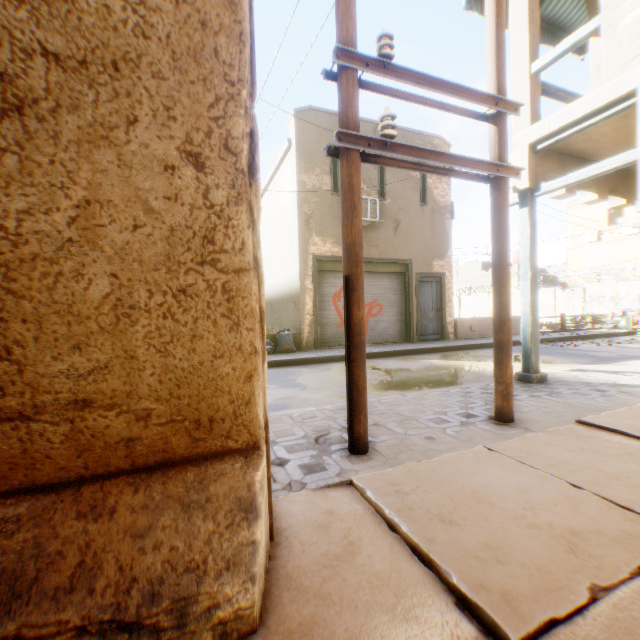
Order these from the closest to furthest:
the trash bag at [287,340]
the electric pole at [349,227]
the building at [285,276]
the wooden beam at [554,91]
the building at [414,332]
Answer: the electric pole at [349,227] < the wooden beam at [554,91] < the trash bag at [287,340] < the building at [285,276] < the building at [414,332]

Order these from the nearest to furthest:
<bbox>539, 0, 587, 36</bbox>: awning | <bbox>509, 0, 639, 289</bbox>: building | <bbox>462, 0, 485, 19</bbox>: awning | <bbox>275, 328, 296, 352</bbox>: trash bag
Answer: <bbox>509, 0, 639, 289</bbox>: building, <bbox>462, 0, 485, 19</bbox>: awning, <bbox>539, 0, 587, 36</bbox>: awning, <bbox>275, 328, 296, 352</bbox>: trash bag

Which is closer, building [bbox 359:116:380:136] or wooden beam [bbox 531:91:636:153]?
wooden beam [bbox 531:91:636:153]

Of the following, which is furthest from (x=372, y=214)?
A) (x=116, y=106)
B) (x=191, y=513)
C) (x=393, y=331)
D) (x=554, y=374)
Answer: (x=191, y=513)

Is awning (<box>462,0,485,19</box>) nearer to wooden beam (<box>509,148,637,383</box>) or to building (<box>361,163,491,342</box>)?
building (<box>361,163,491,342</box>)

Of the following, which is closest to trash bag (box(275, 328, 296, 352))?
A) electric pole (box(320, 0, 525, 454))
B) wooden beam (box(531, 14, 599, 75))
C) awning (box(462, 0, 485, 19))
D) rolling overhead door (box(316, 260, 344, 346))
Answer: rolling overhead door (box(316, 260, 344, 346))

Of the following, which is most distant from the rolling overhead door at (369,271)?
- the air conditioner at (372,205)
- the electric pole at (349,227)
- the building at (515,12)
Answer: the electric pole at (349,227)

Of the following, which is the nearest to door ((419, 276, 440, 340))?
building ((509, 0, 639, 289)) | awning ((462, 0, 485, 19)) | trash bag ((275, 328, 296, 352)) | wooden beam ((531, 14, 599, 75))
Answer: building ((509, 0, 639, 289))
